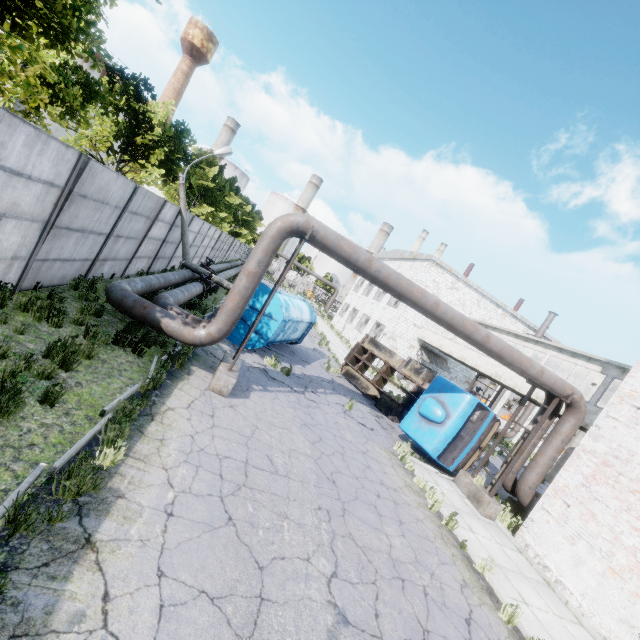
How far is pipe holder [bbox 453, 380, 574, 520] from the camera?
10.91m

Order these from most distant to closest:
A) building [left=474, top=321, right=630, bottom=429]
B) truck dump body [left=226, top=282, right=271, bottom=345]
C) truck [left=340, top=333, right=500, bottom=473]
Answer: building [left=474, top=321, right=630, bottom=429], truck dump body [left=226, top=282, right=271, bottom=345], truck [left=340, top=333, right=500, bottom=473]

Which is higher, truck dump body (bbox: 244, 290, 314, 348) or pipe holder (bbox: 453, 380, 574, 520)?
truck dump body (bbox: 244, 290, 314, 348)

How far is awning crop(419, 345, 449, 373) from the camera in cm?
2875

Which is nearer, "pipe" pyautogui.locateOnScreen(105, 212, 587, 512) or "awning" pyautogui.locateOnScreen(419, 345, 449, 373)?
"pipe" pyautogui.locateOnScreen(105, 212, 587, 512)

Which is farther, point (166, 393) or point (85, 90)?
point (85, 90)

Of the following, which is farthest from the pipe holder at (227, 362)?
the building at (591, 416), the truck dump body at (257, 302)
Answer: the building at (591, 416)

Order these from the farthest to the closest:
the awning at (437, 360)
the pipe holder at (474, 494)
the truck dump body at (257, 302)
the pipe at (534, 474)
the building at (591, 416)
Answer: the awning at (437, 360) < the building at (591, 416) < the truck dump body at (257, 302) < the pipe holder at (474, 494) < the pipe at (534, 474)
